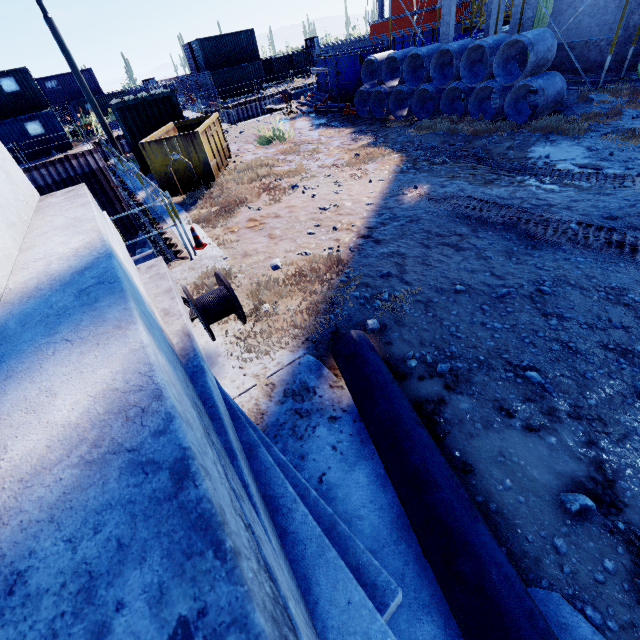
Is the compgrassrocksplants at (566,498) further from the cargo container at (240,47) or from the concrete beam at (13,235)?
the cargo container at (240,47)

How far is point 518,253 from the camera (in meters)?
5.18

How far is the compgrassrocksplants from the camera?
2.41m

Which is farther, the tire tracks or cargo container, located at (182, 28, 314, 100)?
cargo container, located at (182, 28, 314, 100)

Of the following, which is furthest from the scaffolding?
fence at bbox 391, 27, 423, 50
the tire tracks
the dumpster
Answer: the tire tracks

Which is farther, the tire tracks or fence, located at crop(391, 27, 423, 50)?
fence, located at crop(391, 27, 423, 50)

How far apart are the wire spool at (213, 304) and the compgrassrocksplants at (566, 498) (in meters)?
3.85

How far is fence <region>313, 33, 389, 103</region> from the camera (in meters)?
15.39
